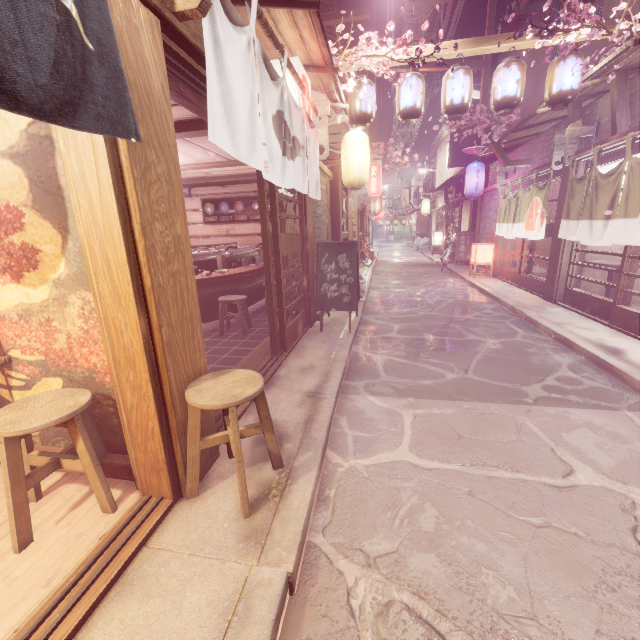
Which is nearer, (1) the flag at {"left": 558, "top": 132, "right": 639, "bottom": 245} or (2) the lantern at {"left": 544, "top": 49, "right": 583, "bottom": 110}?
(1) the flag at {"left": 558, "top": 132, "right": 639, "bottom": 245}

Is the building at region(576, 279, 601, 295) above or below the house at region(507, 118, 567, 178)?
below

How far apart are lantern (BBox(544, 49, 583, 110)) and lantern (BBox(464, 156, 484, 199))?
9.8 meters

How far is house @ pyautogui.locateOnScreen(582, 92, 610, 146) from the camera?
10.31m

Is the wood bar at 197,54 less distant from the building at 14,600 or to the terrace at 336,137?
the building at 14,600

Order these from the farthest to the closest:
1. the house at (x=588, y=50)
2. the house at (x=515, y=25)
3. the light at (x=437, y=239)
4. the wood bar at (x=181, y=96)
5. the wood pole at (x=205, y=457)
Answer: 1. the light at (x=437, y=239)
2. the house at (x=515, y=25)
3. the house at (x=588, y=50)
4. the wood bar at (x=181, y=96)
5. the wood pole at (x=205, y=457)

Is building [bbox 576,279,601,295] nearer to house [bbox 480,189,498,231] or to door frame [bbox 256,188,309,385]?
house [bbox 480,189,498,231]

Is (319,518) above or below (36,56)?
below
